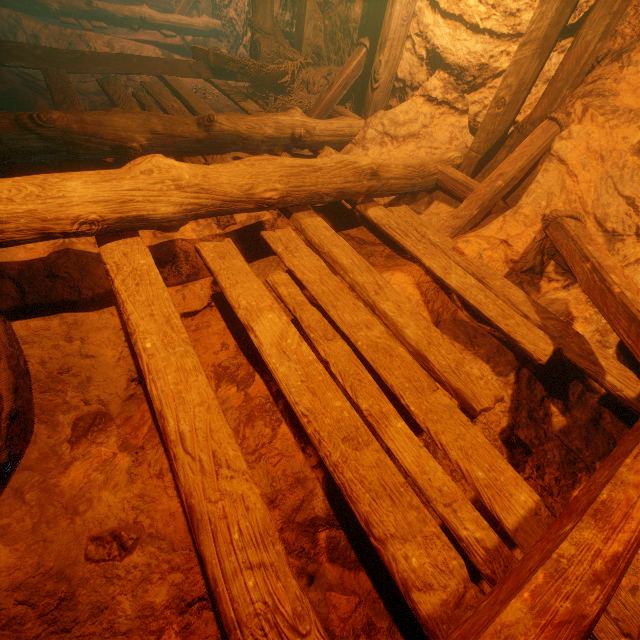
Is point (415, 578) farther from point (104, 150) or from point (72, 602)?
point (104, 150)
